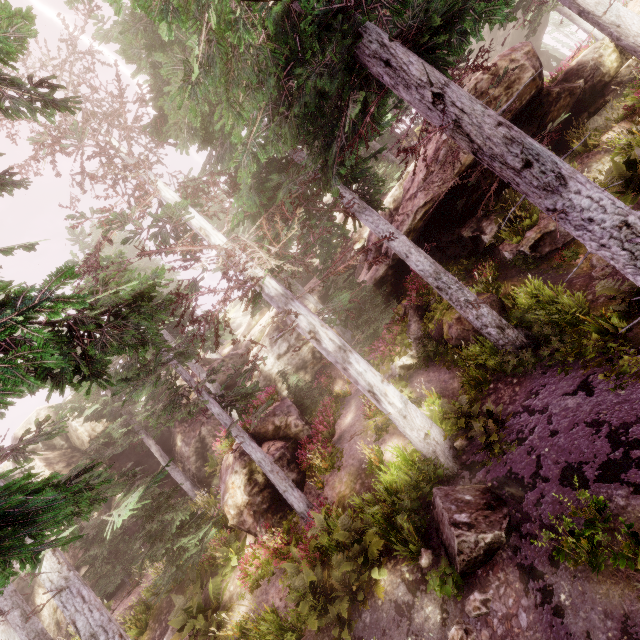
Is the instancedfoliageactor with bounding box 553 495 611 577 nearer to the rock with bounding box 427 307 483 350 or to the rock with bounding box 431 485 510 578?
the rock with bounding box 427 307 483 350

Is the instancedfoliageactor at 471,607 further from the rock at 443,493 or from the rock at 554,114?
the rock at 443,493

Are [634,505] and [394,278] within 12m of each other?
no

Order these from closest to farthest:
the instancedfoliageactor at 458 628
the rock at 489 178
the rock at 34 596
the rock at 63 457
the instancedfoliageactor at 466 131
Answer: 1. the instancedfoliageactor at 466 131
2. the instancedfoliageactor at 458 628
3. the rock at 489 178
4. the rock at 34 596
5. the rock at 63 457

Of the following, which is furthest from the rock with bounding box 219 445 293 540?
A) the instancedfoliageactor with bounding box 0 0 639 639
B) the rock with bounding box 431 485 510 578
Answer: the rock with bounding box 431 485 510 578

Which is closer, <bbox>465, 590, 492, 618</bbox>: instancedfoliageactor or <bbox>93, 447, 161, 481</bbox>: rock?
<bbox>465, 590, 492, 618</bbox>: instancedfoliageactor

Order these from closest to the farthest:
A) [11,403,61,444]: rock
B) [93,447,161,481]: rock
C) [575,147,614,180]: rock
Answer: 1. [575,147,614,180]: rock
2. [93,447,161,481]: rock
3. [11,403,61,444]: rock

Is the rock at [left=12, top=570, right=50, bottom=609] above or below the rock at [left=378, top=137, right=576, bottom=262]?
above
